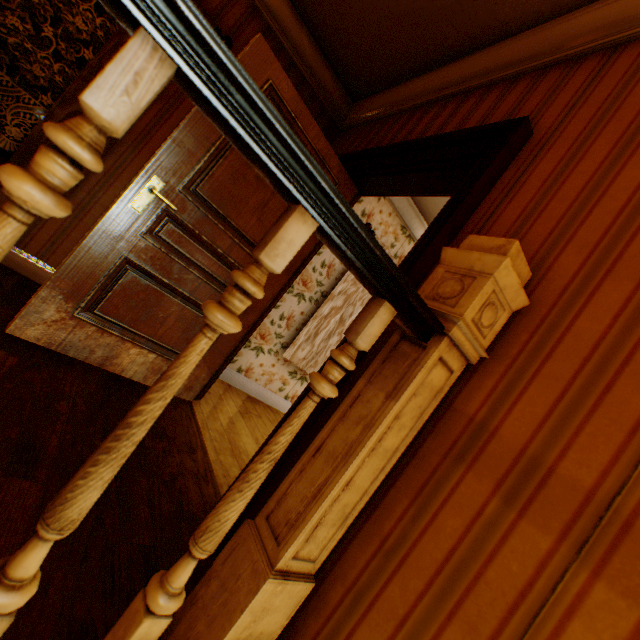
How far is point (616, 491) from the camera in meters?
0.7

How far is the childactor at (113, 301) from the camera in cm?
185

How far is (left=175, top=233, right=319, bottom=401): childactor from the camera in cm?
254

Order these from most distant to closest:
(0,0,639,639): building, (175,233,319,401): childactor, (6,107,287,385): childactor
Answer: (175,233,319,401): childactor → (6,107,287,385): childactor → (0,0,639,639): building

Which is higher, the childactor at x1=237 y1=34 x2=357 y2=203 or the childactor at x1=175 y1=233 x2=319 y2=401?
the childactor at x1=237 y1=34 x2=357 y2=203

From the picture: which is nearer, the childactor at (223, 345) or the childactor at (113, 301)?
the childactor at (113, 301)
